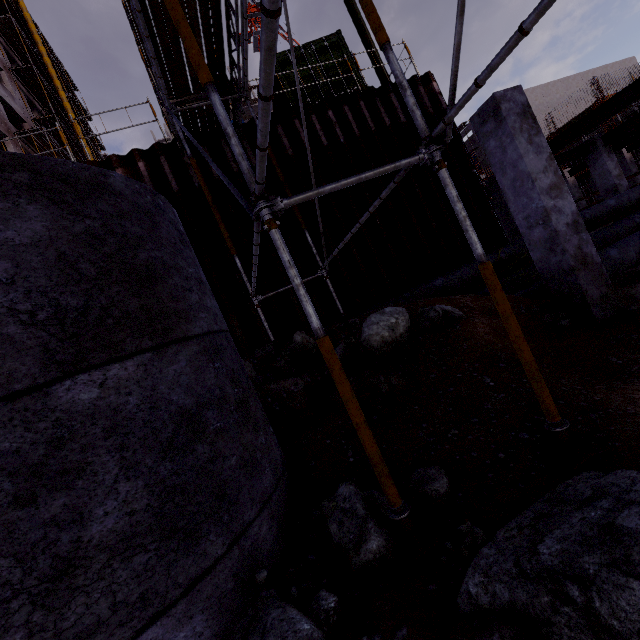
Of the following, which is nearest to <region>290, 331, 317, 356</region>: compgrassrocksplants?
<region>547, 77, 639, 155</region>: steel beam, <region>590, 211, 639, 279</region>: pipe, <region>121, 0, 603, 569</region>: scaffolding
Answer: <region>121, 0, 603, 569</region>: scaffolding

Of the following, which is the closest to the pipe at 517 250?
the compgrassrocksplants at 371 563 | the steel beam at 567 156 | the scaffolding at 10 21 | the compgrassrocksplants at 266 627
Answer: the steel beam at 567 156

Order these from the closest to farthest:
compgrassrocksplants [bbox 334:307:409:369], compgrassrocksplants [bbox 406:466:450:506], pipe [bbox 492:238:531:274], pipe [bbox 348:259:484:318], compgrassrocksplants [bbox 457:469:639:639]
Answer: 1. compgrassrocksplants [bbox 457:469:639:639]
2. compgrassrocksplants [bbox 406:466:450:506]
3. compgrassrocksplants [bbox 334:307:409:369]
4. pipe [bbox 348:259:484:318]
5. pipe [bbox 492:238:531:274]

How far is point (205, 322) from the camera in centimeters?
291cm

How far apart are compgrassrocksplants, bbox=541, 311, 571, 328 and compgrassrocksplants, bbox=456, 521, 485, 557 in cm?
445

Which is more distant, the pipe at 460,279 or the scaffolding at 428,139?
the pipe at 460,279

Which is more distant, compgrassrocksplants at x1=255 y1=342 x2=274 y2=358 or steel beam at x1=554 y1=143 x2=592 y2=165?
steel beam at x1=554 y1=143 x2=592 y2=165

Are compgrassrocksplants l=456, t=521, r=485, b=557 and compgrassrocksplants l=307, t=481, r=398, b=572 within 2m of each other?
yes
